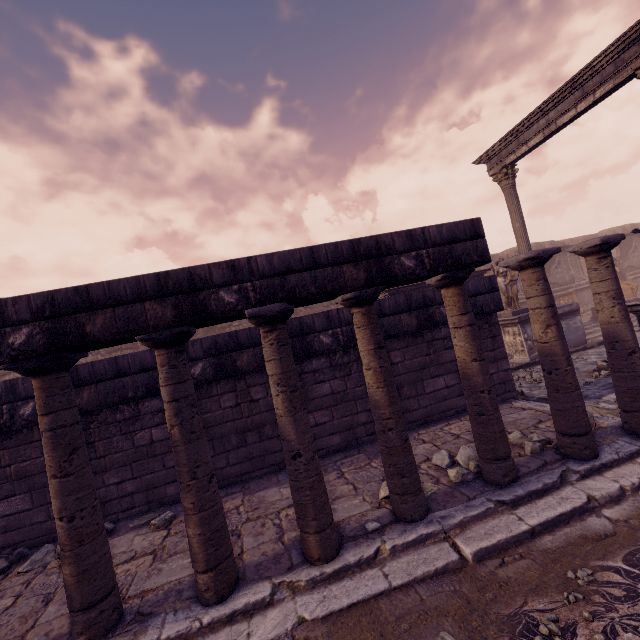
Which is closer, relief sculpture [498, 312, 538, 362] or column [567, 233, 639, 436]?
column [567, 233, 639, 436]

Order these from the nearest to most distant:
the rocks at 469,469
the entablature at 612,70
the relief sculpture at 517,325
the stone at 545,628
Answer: the stone at 545,628 < the rocks at 469,469 < the entablature at 612,70 < the relief sculpture at 517,325

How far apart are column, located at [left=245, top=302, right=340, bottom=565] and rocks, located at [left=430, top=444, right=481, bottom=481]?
1.7 meters

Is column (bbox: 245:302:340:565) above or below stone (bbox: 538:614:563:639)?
above

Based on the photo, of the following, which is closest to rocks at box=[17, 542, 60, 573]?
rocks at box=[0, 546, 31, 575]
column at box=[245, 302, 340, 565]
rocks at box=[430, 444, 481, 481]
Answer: rocks at box=[0, 546, 31, 575]

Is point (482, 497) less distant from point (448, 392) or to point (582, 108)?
point (448, 392)

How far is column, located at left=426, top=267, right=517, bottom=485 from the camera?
3.7m

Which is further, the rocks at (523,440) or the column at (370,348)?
the rocks at (523,440)
